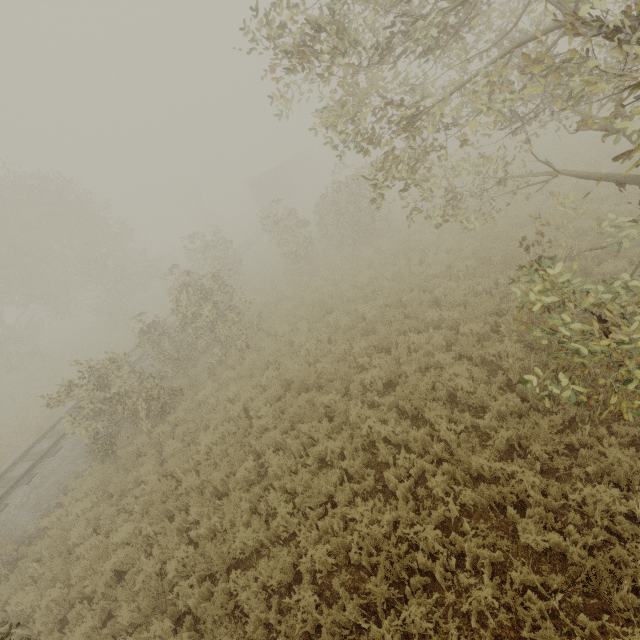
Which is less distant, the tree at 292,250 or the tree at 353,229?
the tree at 353,229

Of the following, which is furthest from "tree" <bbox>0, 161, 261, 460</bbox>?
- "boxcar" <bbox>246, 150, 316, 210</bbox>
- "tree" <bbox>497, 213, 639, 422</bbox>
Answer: "tree" <bbox>497, 213, 639, 422</bbox>

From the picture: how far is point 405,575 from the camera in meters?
4.8

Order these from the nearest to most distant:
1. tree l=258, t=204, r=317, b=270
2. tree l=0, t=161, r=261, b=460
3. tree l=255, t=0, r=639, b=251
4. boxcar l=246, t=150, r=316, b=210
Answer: tree l=255, t=0, r=639, b=251 < tree l=0, t=161, r=261, b=460 < tree l=258, t=204, r=317, b=270 < boxcar l=246, t=150, r=316, b=210

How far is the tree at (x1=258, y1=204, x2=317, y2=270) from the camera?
17.2m

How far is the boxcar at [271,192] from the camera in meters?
37.9 m
